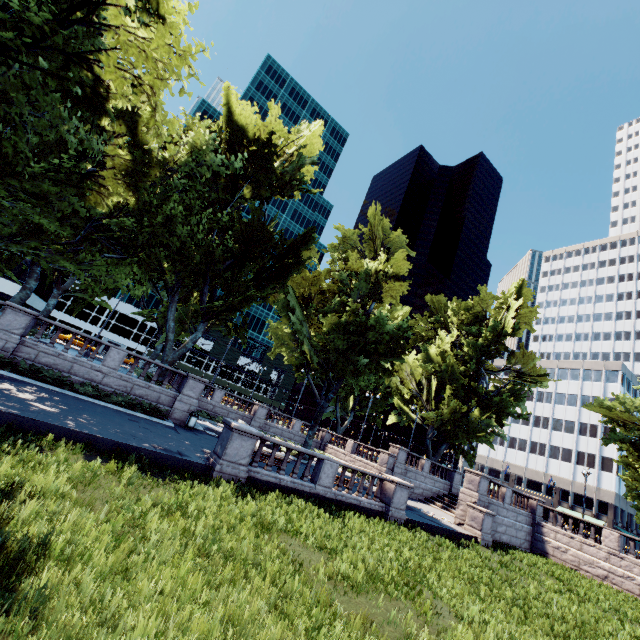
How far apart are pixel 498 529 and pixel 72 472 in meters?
28.6 m

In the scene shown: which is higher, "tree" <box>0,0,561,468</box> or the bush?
"tree" <box>0,0,561,468</box>

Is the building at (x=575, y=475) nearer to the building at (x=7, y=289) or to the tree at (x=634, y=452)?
the tree at (x=634, y=452)

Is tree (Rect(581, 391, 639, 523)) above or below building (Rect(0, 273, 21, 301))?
above

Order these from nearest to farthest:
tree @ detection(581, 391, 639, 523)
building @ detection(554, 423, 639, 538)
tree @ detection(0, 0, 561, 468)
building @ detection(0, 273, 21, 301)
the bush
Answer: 1. tree @ detection(0, 0, 561, 468)
2. the bush
3. tree @ detection(581, 391, 639, 523)
4. building @ detection(554, 423, 639, 538)
5. building @ detection(0, 273, 21, 301)

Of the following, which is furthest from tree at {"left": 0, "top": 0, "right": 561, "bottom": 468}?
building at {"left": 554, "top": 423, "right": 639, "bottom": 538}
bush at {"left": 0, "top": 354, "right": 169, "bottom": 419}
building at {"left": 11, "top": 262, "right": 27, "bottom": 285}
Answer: building at {"left": 11, "top": 262, "right": 27, "bottom": 285}

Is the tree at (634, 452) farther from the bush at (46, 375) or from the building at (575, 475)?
the bush at (46, 375)

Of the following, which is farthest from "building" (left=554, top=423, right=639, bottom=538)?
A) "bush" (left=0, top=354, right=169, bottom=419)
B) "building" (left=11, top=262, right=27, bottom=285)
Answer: "building" (left=11, top=262, right=27, bottom=285)
